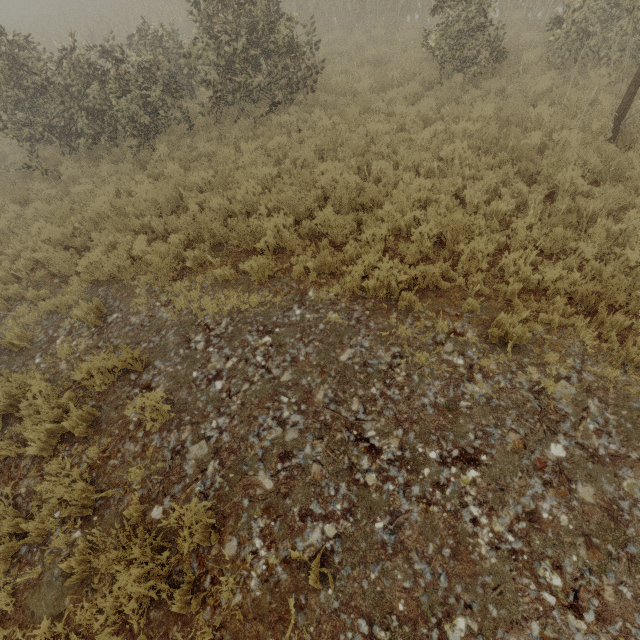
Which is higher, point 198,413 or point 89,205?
point 89,205
